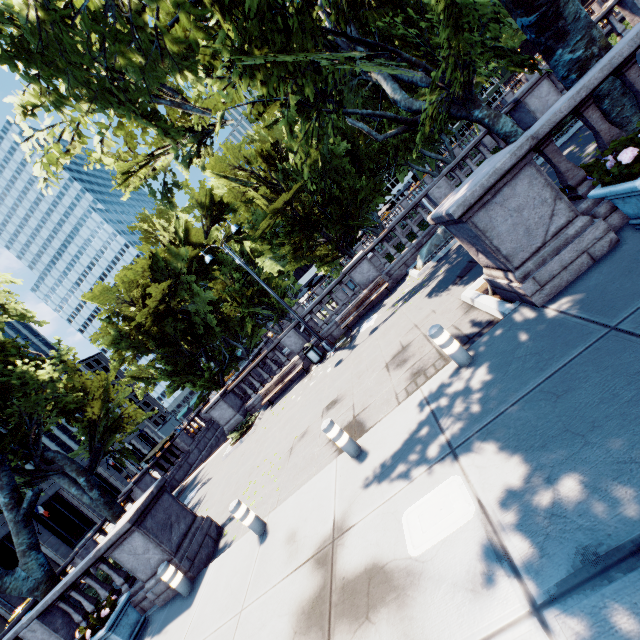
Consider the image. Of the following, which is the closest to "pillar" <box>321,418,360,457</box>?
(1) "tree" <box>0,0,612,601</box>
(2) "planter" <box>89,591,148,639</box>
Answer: (2) "planter" <box>89,591,148,639</box>

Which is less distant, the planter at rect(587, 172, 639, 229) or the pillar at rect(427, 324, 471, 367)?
the planter at rect(587, 172, 639, 229)

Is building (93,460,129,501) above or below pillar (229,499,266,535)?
above

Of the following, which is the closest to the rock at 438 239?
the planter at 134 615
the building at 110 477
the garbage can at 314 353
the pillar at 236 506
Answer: the garbage can at 314 353

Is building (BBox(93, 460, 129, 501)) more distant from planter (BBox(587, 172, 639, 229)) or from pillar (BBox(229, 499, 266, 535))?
planter (BBox(587, 172, 639, 229))

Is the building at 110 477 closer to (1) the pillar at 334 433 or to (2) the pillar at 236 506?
(2) the pillar at 236 506

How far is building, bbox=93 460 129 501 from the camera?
49.0 meters

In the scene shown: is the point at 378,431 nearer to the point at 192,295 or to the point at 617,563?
the point at 617,563
